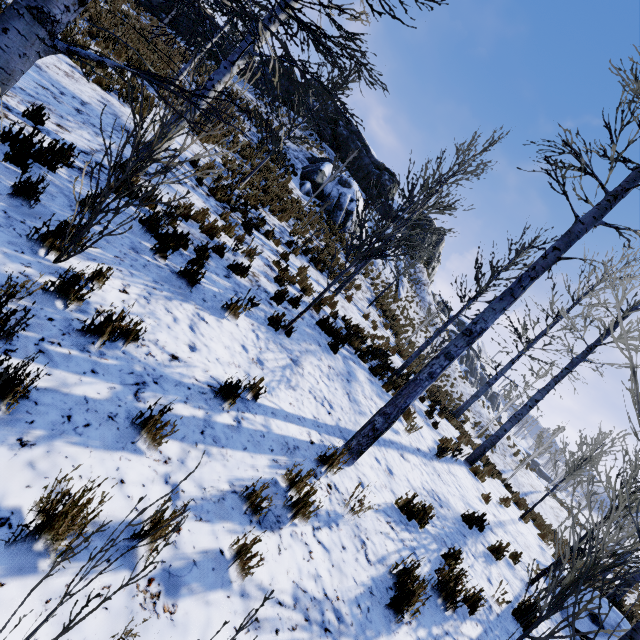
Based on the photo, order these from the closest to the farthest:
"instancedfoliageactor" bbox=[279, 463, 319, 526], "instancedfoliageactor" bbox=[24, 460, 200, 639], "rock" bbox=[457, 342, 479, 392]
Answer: "instancedfoliageactor" bbox=[24, 460, 200, 639]
"instancedfoliageactor" bbox=[279, 463, 319, 526]
"rock" bbox=[457, 342, 479, 392]

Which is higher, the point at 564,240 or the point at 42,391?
the point at 564,240

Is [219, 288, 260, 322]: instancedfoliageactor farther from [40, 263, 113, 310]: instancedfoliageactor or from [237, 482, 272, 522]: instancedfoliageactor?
[40, 263, 113, 310]: instancedfoliageactor

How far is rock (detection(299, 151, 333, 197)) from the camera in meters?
19.1 m

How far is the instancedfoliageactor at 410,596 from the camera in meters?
3.1 m

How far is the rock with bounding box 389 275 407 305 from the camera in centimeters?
2358cm

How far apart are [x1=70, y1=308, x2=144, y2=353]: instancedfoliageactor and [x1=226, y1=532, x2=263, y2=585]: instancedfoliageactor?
1.54m

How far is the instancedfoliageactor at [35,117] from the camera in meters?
4.7
